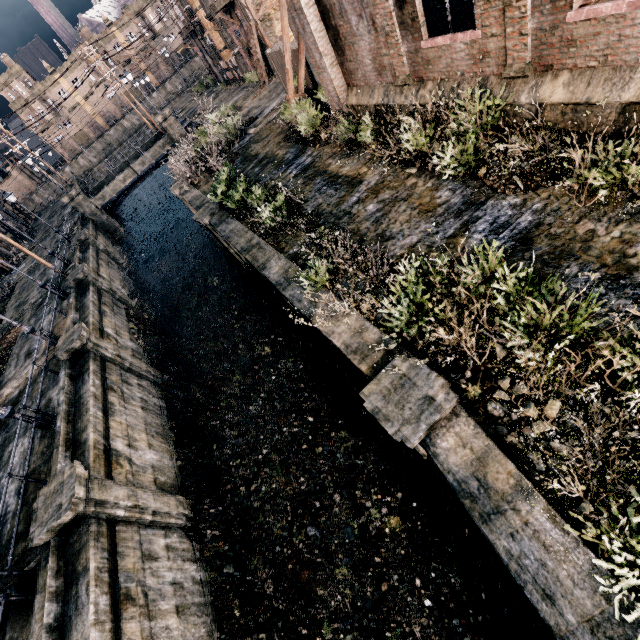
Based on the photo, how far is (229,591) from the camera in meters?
10.8

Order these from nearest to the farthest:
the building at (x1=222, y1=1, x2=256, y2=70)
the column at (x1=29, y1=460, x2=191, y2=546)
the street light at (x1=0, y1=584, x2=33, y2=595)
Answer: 1. the street light at (x1=0, y1=584, x2=33, y2=595)
2. the column at (x1=29, y1=460, x2=191, y2=546)
3. the building at (x1=222, y1=1, x2=256, y2=70)

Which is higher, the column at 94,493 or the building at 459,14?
the building at 459,14

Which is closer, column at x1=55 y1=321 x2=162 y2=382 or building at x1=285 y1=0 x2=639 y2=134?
building at x1=285 y1=0 x2=639 y2=134

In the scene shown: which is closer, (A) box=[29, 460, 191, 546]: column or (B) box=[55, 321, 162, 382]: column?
(A) box=[29, 460, 191, 546]: column

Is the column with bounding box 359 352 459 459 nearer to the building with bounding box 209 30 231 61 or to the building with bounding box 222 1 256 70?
the building with bounding box 222 1 256 70

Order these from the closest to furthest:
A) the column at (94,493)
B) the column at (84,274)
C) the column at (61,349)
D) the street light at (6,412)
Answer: the column at (94,493) → the street light at (6,412) → the column at (61,349) → the column at (84,274)

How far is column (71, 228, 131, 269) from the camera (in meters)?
28.17
